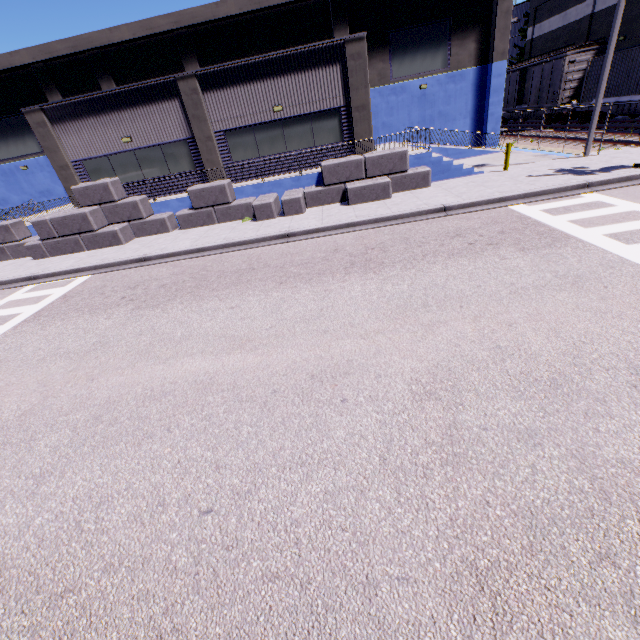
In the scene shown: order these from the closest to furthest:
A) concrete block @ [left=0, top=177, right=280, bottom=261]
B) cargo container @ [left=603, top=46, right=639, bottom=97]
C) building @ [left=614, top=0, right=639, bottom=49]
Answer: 1. concrete block @ [left=0, top=177, right=280, bottom=261]
2. cargo container @ [left=603, top=46, right=639, bottom=97]
3. building @ [left=614, top=0, right=639, bottom=49]

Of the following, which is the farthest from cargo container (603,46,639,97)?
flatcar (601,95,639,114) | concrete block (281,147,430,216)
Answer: concrete block (281,147,430,216)

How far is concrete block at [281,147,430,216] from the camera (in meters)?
14.34

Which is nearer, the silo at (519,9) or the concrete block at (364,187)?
the concrete block at (364,187)

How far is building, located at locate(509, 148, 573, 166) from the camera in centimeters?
1655cm

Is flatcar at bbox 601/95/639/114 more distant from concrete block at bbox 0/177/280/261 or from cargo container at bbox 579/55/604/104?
concrete block at bbox 0/177/280/261

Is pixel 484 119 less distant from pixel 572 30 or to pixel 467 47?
pixel 467 47

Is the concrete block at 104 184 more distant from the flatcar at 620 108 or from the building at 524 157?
the flatcar at 620 108
